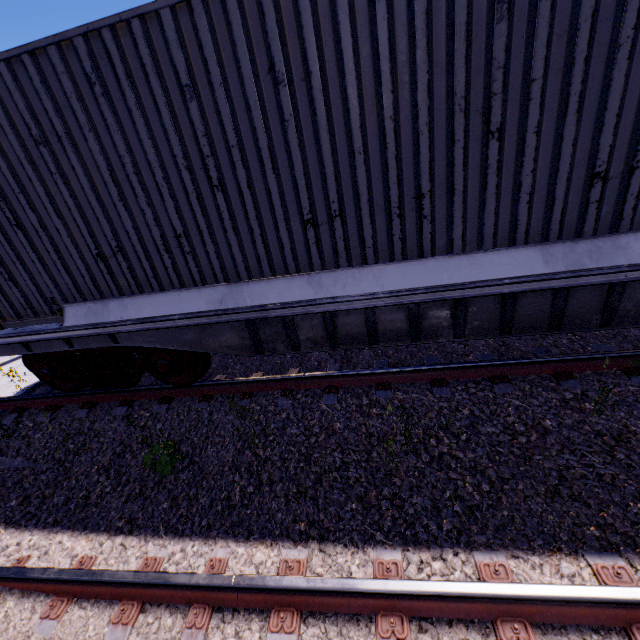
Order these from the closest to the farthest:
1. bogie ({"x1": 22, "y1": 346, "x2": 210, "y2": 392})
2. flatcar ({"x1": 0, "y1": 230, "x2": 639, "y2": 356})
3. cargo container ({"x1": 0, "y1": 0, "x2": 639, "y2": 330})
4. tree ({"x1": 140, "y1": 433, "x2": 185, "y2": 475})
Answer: cargo container ({"x1": 0, "y1": 0, "x2": 639, "y2": 330}), flatcar ({"x1": 0, "y1": 230, "x2": 639, "y2": 356}), tree ({"x1": 140, "y1": 433, "x2": 185, "y2": 475}), bogie ({"x1": 22, "y1": 346, "x2": 210, "y2": 392})

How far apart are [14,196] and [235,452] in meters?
3.8

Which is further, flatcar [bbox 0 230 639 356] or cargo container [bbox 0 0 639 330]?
flatcar [bbox 0 230 639 356]

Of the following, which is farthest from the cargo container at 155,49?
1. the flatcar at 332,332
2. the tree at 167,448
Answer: the tree at 167,448

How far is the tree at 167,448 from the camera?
3.6m

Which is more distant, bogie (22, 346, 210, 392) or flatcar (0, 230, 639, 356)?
bogie (22, 346, 210, 392)

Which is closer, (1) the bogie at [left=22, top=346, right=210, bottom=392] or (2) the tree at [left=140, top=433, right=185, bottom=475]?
(2) the tree at [left=140, top=433, right=185, bottom=475]

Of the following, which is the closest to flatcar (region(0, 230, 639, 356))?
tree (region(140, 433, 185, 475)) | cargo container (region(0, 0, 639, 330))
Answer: cargo container (region(0, 0, 639, 330))
